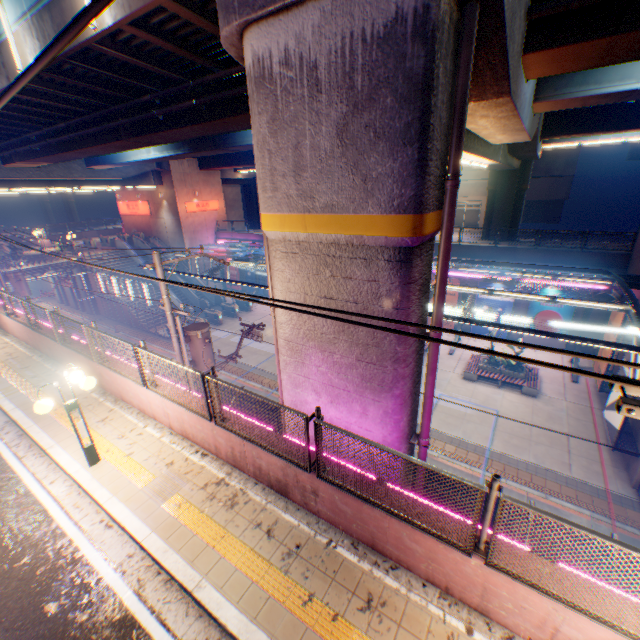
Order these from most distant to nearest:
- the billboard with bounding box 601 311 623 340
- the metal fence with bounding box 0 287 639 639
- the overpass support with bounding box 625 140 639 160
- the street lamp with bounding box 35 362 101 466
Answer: the overpass support with bounding box 625 140 639 160 < the billboard with bounding box 601 311 623 340 < the street lamp with bounding box 35 362 101 466 < the metal fence with bounding box 0 287 639 639

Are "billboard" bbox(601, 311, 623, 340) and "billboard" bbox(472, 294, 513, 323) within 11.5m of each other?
yes

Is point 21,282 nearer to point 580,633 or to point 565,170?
point 580,633

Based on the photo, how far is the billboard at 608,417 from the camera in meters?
12.9 m

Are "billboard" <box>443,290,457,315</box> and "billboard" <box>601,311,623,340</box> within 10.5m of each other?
yes

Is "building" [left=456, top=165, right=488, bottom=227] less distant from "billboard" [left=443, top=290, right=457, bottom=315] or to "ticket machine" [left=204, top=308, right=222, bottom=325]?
"billboard" [left=443, top=290, right=457, bottom=315]

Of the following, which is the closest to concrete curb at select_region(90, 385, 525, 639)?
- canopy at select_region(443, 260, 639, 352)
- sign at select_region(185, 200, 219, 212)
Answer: canopy at select_region(443, 260, 639, 352)

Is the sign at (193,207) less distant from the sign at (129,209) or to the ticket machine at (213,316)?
the sign at (129,209)
